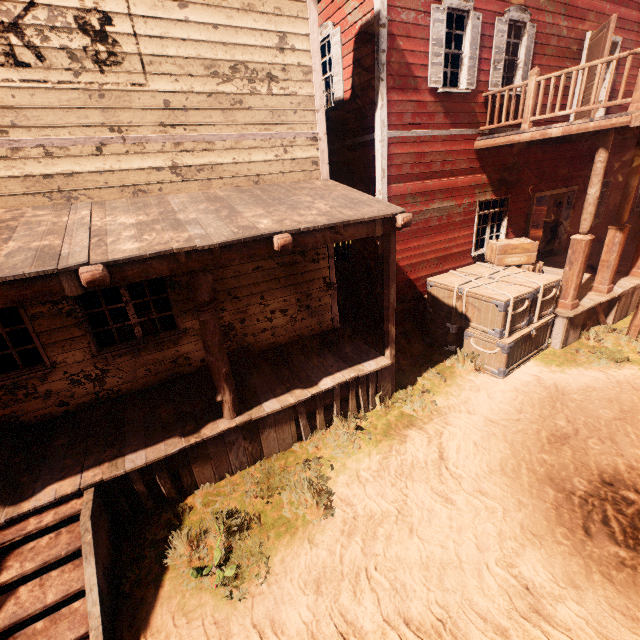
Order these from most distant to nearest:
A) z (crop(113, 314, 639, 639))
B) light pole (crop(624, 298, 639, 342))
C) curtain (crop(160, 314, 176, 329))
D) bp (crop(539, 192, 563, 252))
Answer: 1. bp (crop(539, 192, 563, 252))
2. light pole (crop(624, 298, 639, 342))
3. curtain (crop(160, 314, 176, 329))
4. z (crop(113, 314, 639, 639))

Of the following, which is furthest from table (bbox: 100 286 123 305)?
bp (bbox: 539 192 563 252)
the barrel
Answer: the barrel

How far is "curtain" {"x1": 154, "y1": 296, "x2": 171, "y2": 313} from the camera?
5.7 meters

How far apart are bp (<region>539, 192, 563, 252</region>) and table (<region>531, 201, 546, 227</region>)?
4.2m

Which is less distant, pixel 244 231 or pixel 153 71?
pixel 244 231

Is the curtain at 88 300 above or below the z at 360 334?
above

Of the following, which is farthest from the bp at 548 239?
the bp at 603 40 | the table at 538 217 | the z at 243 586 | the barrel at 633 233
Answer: the table at 538 217

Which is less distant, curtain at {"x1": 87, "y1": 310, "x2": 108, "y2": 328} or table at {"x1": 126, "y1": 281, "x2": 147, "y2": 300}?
curtain at {"x1": 87, "y1": 310, "x2": 108, "y2": 328}
